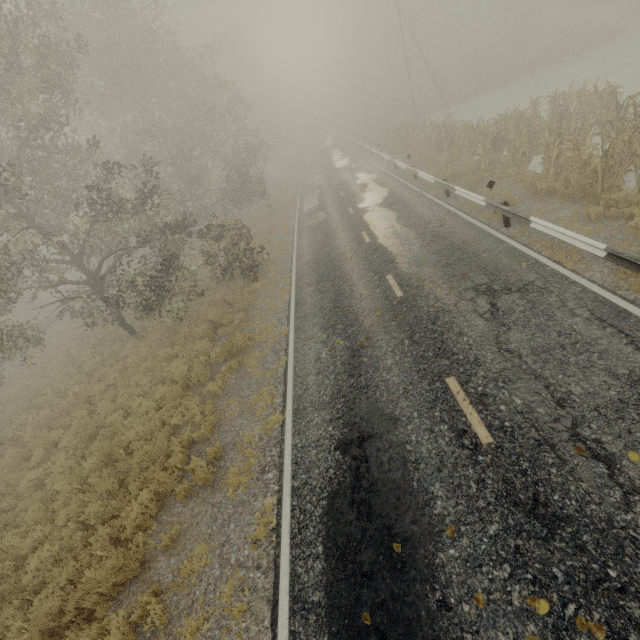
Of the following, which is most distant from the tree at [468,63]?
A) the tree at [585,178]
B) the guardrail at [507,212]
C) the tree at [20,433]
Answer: the tree at [20,433]

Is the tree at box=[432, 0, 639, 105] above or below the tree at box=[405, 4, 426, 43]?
below

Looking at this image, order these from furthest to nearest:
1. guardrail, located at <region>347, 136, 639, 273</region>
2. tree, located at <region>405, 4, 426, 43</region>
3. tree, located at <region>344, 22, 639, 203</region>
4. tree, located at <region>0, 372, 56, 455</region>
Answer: tree, located at <region>405, 4, 426, 43</region>
tree, located at <region>0, 372, 56, 455</region>
tree, located at <region>344, 22, 639, 203</region>
guardrail, located at <region>347, 136, 639, 273</region>

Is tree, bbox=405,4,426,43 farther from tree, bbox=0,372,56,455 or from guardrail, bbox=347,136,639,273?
tree, bbox=0,372,56,455

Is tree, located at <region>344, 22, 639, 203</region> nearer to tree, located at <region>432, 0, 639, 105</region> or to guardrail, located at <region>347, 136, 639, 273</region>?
guardrail, located at <region>347, 136, 639, 273</region>

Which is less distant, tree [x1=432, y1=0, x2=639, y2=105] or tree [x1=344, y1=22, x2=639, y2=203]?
tree [x1=344, y1=22, x2=639, y2=203]

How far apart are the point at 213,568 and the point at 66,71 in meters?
17.6 m

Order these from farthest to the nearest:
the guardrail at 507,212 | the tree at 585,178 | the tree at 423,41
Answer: the tree at 423,41, the tree at 585,178, the guardrail at 507,212
